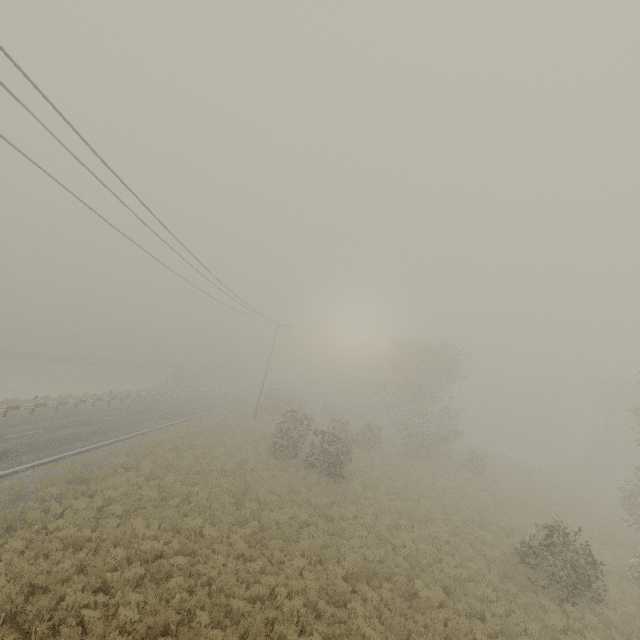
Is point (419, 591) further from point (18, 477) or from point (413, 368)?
point (413, 368)
